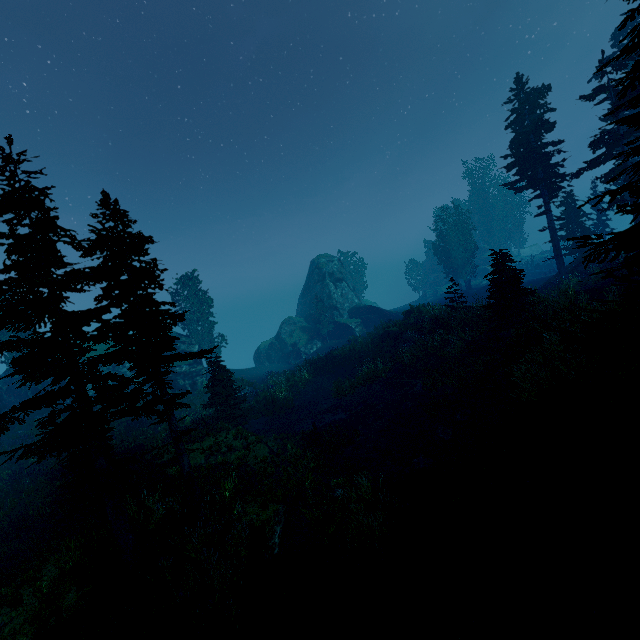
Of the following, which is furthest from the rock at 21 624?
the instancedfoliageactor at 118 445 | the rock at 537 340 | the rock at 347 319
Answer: the rock at 347 319

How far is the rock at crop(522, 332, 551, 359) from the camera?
11.2m

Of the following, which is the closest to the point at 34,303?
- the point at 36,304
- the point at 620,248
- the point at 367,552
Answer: the point at 36,304

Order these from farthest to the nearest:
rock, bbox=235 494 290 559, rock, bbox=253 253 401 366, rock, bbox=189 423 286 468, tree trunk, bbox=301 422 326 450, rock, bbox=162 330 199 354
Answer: rock, bbox=253 253 401 366 → rock, bbox=162 330 199 354 → tree trunk, bbox=301 422 326 450 → rock, bbox=189 423 286 468 → rock, bbox=235 494 290 559

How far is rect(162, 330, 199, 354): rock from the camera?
35.7 meters

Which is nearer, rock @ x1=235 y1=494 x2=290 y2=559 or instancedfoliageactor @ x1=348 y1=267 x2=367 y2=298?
rock @ x1=235 y1=494 x2=290 y2=559

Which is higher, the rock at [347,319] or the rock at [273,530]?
the rock at [347,319]
